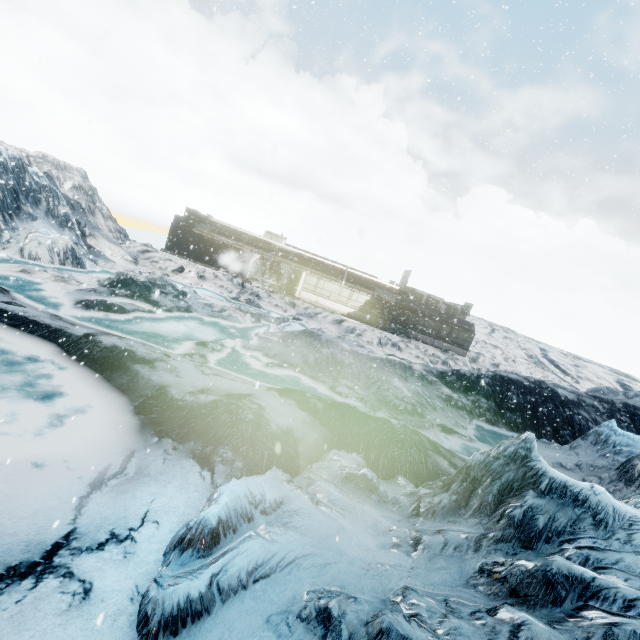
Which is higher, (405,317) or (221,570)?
(405,317)
